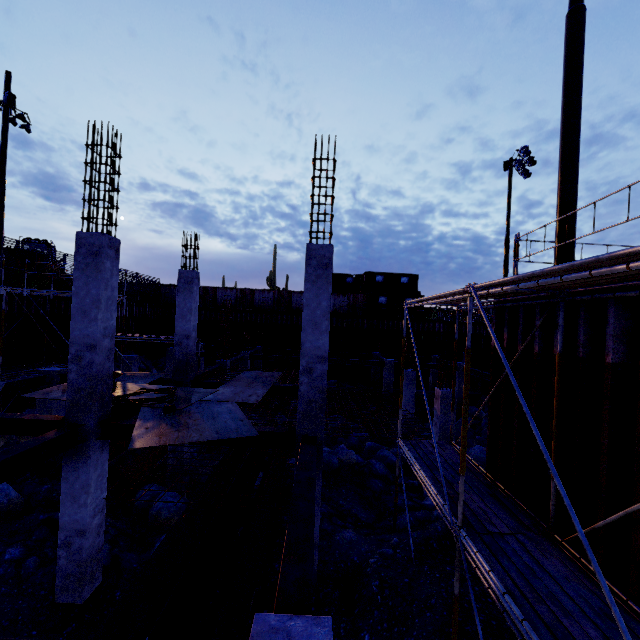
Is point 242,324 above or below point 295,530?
above

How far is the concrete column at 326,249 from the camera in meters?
Answer: 6.9

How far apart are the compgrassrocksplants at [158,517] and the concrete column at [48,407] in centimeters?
460cm

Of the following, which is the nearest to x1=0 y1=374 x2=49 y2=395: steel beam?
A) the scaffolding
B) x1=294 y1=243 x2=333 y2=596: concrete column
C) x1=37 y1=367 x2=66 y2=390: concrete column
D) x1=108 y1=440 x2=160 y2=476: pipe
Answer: x1=37 y1=367 x2=66 y2=390: concrete column

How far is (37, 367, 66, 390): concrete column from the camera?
11.91m

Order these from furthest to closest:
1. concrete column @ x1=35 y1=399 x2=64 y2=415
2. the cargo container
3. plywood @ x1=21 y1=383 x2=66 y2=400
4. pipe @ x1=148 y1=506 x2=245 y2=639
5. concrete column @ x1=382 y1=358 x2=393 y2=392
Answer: the cargo container → concrete column @ x1=382 y1=358 x2=393 y2=392 → concrete column @ x1=35 y1=399 x2=64 y2=415 → plywood @ x1=21 y1=383 x2=66 y2=400 → pipe @ x1=148 y1=506 x2=245 y2=639

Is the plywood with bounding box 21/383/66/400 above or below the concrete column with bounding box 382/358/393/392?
above

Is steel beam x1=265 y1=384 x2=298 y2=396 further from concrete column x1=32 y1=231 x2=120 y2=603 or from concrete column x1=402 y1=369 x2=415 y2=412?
concrete column x1=402 y1=369 x2=415 y2=412
